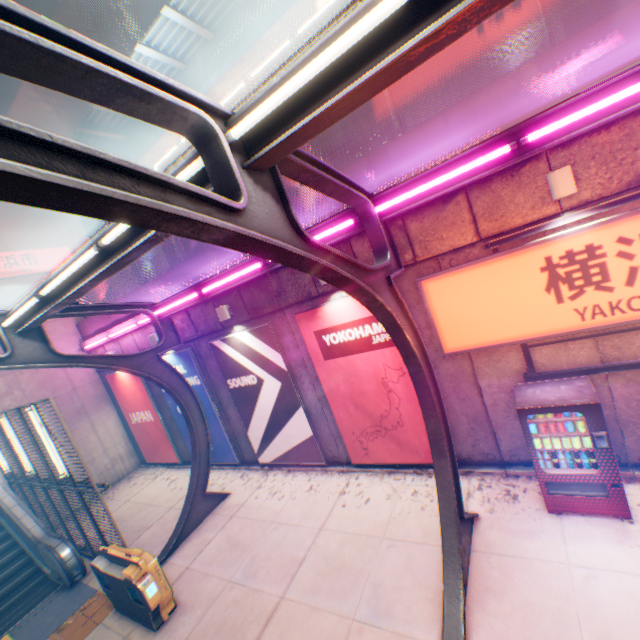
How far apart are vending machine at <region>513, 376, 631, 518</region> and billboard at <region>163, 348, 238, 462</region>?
8.79m

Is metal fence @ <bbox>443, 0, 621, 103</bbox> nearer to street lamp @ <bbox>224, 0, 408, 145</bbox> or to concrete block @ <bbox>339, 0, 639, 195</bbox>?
concrete block @ <bbox>339, 0, 639, 195</bbox>

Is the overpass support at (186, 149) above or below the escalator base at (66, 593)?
above

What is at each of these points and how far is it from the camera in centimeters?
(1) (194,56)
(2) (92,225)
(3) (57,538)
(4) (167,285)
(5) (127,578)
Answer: (1) overpass support, 1282cm
(2) overpass support, 1777cm
(3) escalator, 880cm
(4) concrete block, 1043cm
(5) ticket machine, 612cm

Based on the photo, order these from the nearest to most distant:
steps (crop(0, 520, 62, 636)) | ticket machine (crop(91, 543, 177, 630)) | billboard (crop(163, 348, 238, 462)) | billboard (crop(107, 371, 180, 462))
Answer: ticket machine (crop(91, 543, 177, 630)), steps (crop(0, 520, 62, 636)), billboard (crop(163, 348, 238, 462)), billboard (crop(107, 371, 180, 462))

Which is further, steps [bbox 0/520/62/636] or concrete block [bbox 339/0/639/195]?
steps [bbox 0/520/62/636]

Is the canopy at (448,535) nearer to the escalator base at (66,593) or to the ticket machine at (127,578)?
the ticket machine at (127,578)

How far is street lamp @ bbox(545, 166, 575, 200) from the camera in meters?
4.7
